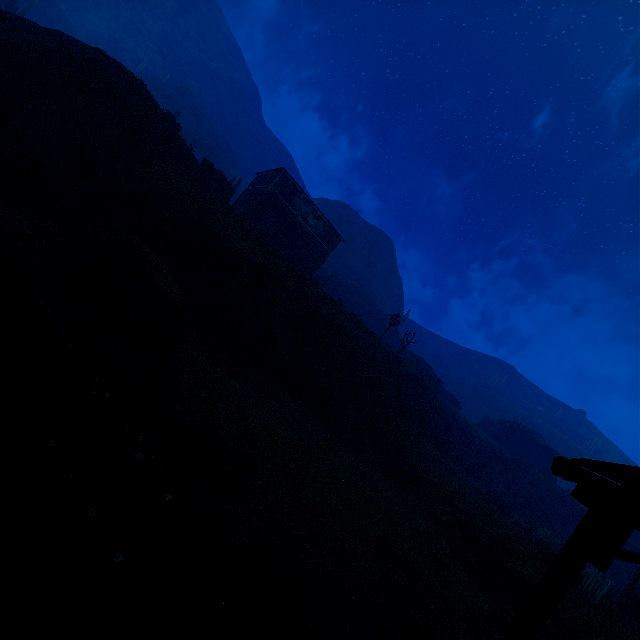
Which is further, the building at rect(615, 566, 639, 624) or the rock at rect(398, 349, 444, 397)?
the rock at rect(398, 349, 444, 397)

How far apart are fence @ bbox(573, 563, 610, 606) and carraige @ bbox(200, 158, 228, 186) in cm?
3011

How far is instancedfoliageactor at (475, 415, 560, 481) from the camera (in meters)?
40.37

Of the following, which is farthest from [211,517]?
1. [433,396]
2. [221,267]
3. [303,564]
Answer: [433,396]

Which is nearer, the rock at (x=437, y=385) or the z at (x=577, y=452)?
the rock at (x=437, y=385)

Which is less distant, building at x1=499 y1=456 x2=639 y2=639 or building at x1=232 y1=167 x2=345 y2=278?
building at x1=499 y1=456 x2=639 y2=639

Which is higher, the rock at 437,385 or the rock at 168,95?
the rock at 168,95

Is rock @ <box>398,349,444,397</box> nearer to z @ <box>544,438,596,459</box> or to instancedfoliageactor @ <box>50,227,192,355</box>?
z @ <box>544,438,596,459</box>
